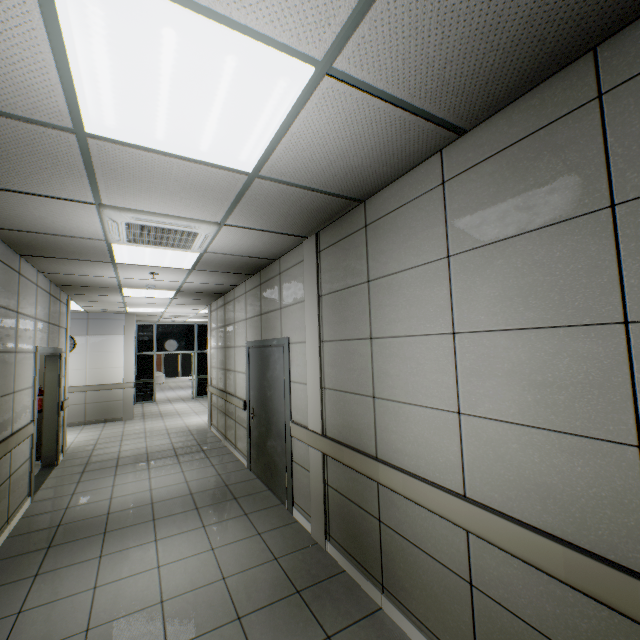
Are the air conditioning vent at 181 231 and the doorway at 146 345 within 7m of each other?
no

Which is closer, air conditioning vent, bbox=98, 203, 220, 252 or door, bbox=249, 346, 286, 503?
air conditioning vent, bbox=98, 203, 220, 252

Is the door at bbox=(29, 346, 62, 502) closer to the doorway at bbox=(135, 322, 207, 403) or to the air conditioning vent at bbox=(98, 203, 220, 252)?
the air conditioning vent at bbox=(98, 203, 220, 252)

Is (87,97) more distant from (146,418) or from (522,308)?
(146,418)

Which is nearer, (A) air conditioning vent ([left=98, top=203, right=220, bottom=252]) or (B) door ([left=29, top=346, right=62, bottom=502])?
(A) air conditioning vent ([left=98, top=203, right=220, bottom=252])

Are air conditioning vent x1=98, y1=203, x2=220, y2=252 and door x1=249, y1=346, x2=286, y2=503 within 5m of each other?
yes

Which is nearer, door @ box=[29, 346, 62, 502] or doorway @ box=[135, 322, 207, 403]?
door @ box=[29, 346, 62, 502]

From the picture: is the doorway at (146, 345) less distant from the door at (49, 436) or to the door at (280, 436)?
the door at (49, 436)
